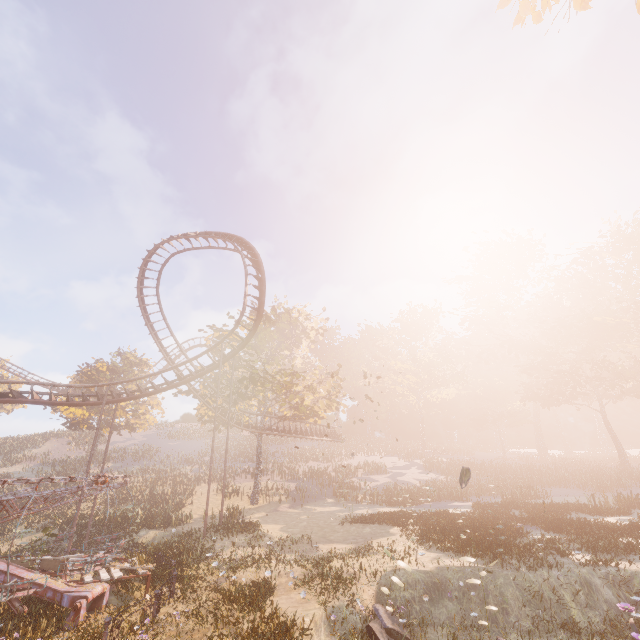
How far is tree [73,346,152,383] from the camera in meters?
38.9

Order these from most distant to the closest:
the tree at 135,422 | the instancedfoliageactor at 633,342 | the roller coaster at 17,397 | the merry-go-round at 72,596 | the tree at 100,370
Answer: the tree at 100,370
the tree at 135,422
the roller coaster at 17,397
the instancedfoliageactor at 633,342
the merry-go-round at 72,596

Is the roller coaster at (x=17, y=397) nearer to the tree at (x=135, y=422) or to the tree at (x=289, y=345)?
the tree at (x=289, y=345)

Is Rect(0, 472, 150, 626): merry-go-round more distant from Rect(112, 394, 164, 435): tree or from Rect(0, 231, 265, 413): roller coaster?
Rect(112, 394, 164, 435): tree

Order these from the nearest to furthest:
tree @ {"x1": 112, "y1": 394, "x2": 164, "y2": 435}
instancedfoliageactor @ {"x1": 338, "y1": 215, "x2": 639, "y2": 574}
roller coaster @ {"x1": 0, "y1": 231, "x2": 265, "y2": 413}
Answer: instancedfoliageactor @ {"x1": 338, "y1": 215, "x2": 639, "y2": 574}, roller coaster @ {"x1": 0, "y1": 231, "x2": 265, "y2": 413}, tree @ {"x1": 112, "y1": 394, "x2": 164, "y2": 435}

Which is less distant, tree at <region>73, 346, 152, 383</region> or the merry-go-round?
the merry-go-round

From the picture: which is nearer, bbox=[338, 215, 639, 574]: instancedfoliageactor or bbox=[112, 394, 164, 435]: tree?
bbox=[338, 215, 639, 574]: instancedfoliageactor

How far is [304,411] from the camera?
31.1 meters
